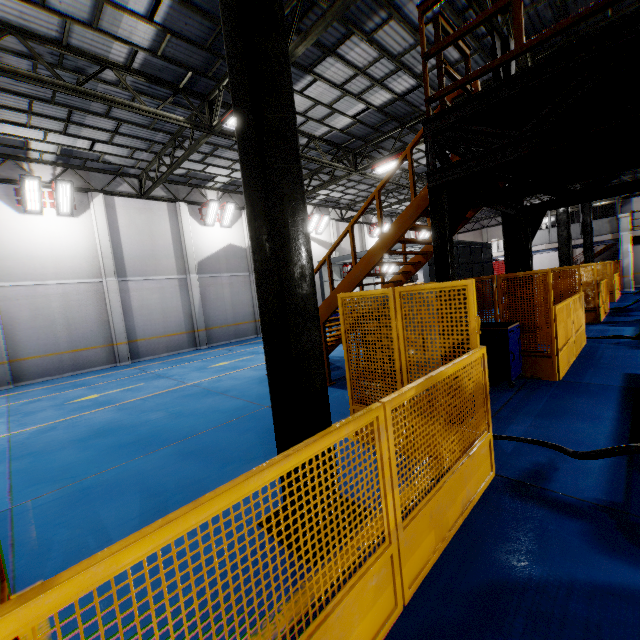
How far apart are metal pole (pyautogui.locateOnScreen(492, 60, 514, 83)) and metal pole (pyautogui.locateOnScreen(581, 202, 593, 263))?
14.3m

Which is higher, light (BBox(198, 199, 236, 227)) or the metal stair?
light (BBox(198, 199, 236, 227))

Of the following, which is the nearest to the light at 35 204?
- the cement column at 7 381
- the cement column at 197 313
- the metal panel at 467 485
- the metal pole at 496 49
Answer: the cement column at 7 381

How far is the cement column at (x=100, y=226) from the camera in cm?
1455

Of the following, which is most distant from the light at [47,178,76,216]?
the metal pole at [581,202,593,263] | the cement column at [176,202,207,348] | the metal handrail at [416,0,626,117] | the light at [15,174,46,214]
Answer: the metal pole at [581,202,593,263]

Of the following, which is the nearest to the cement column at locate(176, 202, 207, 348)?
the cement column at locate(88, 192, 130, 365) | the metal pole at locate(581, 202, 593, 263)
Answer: the cement column at locate(88, 192, 130, 365)

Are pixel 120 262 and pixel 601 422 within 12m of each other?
no

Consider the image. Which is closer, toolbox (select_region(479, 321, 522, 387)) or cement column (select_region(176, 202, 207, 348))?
toolbox (select_region(479, 321, 522, 387))
